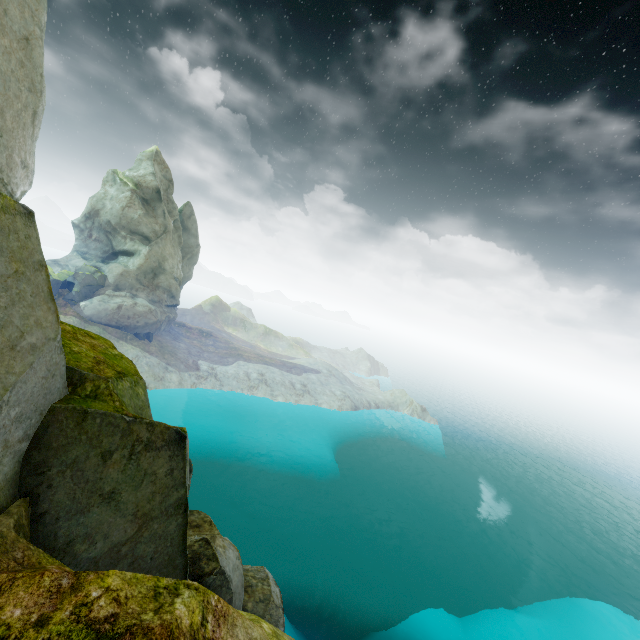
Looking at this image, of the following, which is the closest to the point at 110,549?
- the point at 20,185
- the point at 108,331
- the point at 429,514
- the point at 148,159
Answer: the point at 20,185
